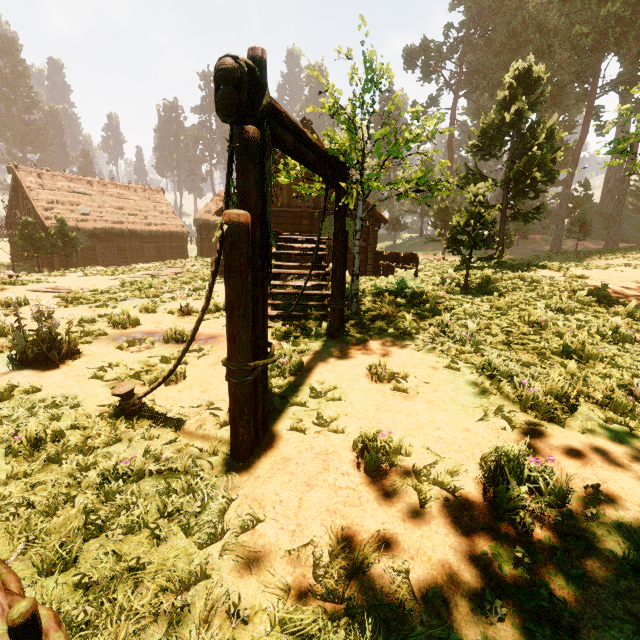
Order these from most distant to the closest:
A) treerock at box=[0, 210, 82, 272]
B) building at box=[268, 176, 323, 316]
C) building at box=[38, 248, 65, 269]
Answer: building at box=[38, 248, 65, 269] → treerock at box=[0, 210, 82, 272] → building at box=[268, 176, 323, 316]

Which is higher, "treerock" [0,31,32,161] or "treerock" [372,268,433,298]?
"treerock" [0,31,32,161]

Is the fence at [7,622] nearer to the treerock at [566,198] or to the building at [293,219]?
the treerock at [566,198]

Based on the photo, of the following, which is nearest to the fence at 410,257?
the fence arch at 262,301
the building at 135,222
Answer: the building at 135,222

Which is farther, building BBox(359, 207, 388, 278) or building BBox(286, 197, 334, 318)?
building BBox(359, 207, 388, 278)

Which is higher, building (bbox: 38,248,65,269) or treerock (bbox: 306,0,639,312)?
treerock (bbox: 306,0,639,312)

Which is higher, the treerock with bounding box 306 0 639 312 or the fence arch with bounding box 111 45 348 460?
the treerock with bounding box 306 0 639 312

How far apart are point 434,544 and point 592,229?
48.3m
